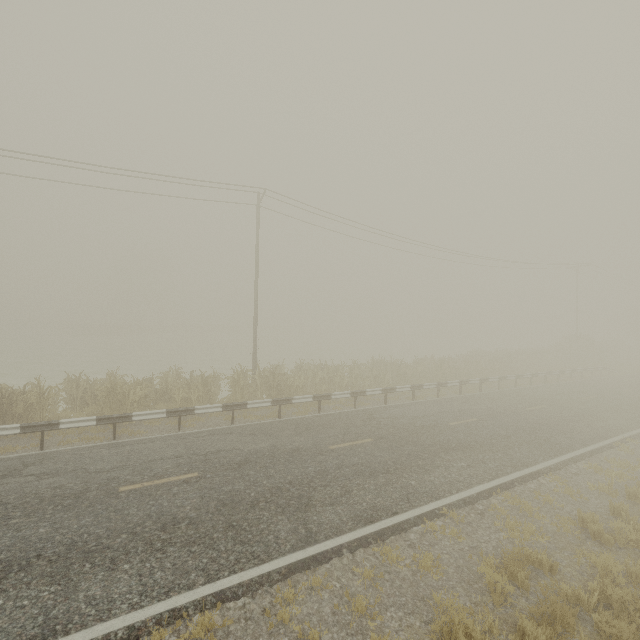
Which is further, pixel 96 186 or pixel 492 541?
pixel 96 186

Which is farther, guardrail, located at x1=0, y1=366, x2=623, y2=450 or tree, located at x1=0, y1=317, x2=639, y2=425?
tree, located at x1=0, y1=317, x2=639, y2=425

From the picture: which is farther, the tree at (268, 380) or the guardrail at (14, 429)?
the tree at (268, 380)
